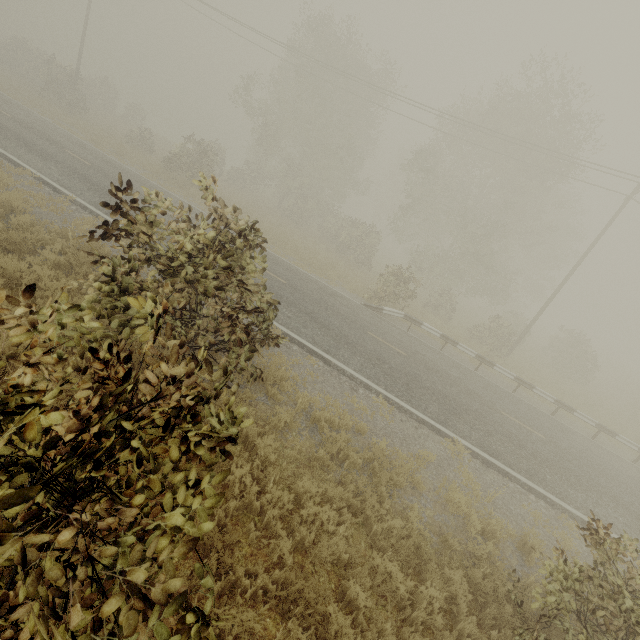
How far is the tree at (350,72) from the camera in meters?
21.6 m

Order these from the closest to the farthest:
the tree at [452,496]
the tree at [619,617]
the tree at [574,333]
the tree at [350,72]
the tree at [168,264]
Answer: the tree at [168,264], the tree at [619,617], the tree at [452,496], the tree at [350,72], the tree at [574,333]

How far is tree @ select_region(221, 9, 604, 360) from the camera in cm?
2162

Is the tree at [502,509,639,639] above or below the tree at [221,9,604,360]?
below

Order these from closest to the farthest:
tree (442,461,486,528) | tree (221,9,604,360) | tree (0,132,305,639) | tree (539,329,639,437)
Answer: tree (0,132,305,639) → tree (442,461,486,528) → tree (221,9,604,360) → tree (539,329,639,437)

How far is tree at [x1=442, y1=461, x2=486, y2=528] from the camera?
6.6m

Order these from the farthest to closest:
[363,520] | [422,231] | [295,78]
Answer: [422,231] < [295,78] < [363,520]

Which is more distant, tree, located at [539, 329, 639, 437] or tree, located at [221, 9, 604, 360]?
tree, located at [539, 329, 639, 437]
